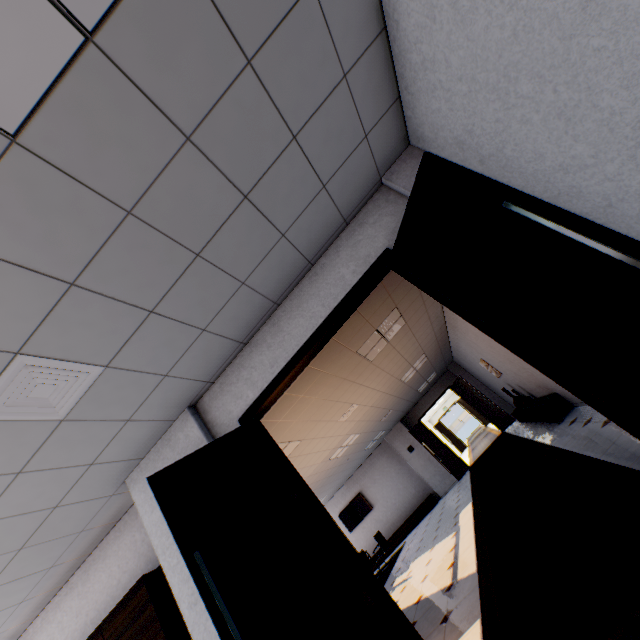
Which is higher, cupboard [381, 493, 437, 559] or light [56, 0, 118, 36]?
light [56, 0, 118, 36]

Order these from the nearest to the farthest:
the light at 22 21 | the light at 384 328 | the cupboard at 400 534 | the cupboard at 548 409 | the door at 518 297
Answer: the light at 22 21 < the door at 518 297 < the light at 384 328 < the cupboard at 548 409 < the cupboard at 400 534

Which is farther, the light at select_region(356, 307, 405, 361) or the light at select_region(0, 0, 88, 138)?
the light at select_region(356, 307, 405, 361)

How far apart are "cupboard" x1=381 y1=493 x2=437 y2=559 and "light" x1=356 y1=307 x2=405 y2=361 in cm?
937

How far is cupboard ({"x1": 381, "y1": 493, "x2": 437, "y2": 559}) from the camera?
12.3 meters

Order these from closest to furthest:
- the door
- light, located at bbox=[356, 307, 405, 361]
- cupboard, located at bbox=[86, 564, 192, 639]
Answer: the door < cupboard, located at bbox=[86, 564, 192, 639] < light, located at bbox=[356, 307, 405, 361]

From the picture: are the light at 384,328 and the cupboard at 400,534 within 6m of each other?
no

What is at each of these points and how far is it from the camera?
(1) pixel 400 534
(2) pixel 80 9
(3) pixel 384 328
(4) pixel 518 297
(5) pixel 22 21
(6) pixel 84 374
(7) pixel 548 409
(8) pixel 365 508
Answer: (1) cupboard, 12.4 meters
(2) light, 1.2 meters
(3) light, 5.4 meters
(4) door, 2.1 meters
(5) light, 1.1 meters
(6) ceiling vent, 2.1 meters
(7) cupboard, 6.3 meters
(8) tv, 13.5 meters
